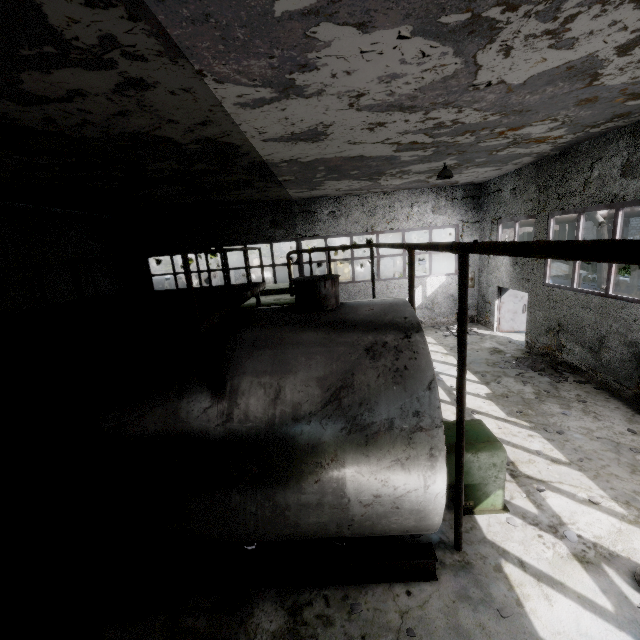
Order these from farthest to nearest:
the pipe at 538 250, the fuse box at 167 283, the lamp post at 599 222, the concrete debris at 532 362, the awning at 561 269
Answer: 1. the fuse box at 167 283
2. the lamp post at 599 222
3. the awning at 561 269
4. the concrete debris at 532 362
5. the pipe at 538 250

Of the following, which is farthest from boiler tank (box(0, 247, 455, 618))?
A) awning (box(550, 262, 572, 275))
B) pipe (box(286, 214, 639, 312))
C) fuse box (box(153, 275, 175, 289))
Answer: fuse box (box(153, 275, 175, 289))

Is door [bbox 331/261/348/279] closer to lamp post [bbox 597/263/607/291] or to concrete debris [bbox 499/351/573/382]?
lamp post [bbox 597/263/607/291]

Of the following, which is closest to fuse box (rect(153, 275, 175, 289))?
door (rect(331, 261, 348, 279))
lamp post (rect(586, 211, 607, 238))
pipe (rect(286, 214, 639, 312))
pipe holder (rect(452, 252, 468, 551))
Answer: pipe (rect(286, 214, 639, 312))

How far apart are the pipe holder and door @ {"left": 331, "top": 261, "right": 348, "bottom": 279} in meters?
35.1 m

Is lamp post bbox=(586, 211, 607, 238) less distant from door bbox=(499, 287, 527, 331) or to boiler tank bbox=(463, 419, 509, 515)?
door bbox=(499, 287, 527, 331)

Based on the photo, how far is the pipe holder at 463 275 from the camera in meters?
3.9 m

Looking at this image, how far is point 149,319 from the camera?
3.72m
